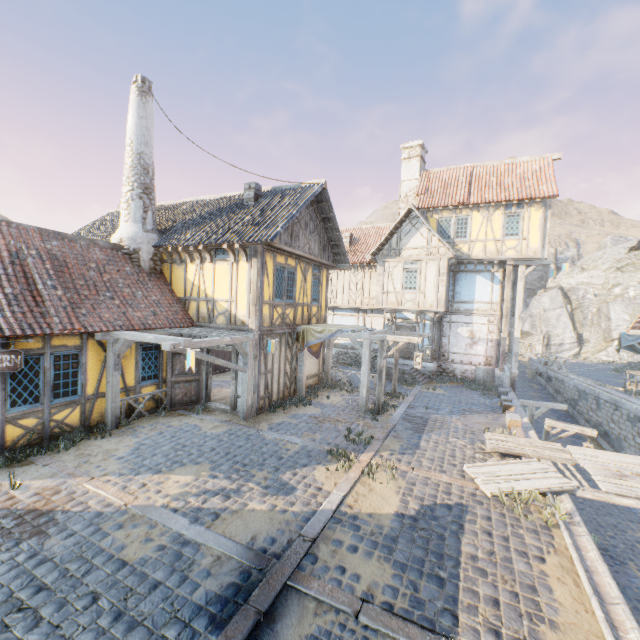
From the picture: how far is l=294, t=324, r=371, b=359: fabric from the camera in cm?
1247

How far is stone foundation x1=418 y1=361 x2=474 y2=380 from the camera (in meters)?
18.22

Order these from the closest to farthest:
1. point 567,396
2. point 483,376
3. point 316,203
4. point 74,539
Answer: point 74,539
point 316,203
point 483,376
point 567,396

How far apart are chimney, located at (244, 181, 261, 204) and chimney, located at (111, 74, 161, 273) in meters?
3.3 m

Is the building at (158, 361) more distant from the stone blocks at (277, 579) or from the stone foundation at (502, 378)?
the stone foundation at (502, 378)

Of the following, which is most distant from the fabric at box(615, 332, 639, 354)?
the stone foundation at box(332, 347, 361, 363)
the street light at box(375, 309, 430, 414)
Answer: the street light at box(375, 309, 430, 414)

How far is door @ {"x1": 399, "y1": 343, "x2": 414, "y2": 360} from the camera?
18.92m

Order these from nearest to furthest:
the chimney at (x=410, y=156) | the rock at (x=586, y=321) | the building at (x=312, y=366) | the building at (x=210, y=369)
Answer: the building at (x=210, y=369)
the building at (x=312, y=366)
the chimney at (x=410, y=156)
the rock at (x=586, y=321)
